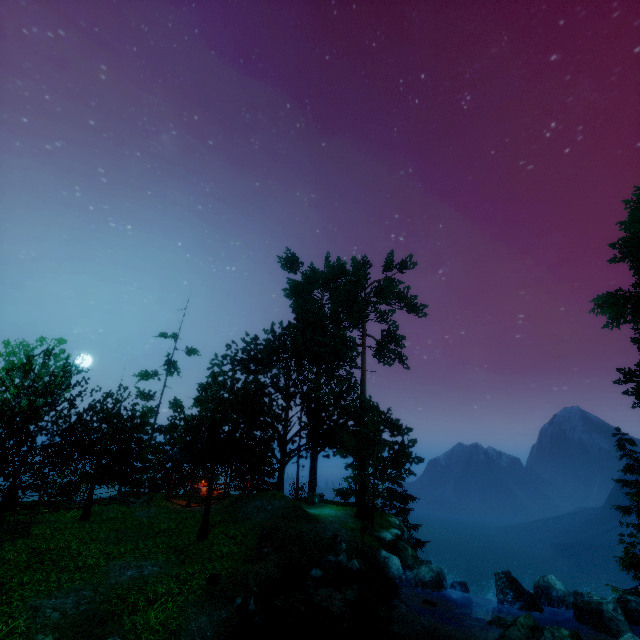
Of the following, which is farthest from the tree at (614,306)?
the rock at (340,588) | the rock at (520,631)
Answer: the rock at (340,588)

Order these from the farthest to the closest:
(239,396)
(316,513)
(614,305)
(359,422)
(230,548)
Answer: (614,305) < (359,422) < (239,396) < (316,513) < (230,548)

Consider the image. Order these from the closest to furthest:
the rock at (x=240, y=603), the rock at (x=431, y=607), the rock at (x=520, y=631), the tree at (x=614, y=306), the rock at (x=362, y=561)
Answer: the rock at (x=520, y=631) < the rock at (x=240, y=603) < the rock at (x=431, y=607) < the rock at (x=362, y=561) < the tree at (x=614, y=306)

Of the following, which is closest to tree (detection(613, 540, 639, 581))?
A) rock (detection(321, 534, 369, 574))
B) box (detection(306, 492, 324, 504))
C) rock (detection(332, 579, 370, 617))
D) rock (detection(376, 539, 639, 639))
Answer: box (detection(306, 492, 324, 504))

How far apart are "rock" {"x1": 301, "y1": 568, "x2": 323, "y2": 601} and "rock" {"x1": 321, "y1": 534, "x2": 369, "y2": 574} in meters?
1.5

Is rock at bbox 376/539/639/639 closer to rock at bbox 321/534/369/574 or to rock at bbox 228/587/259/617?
rock at bbox 321/534/369/574

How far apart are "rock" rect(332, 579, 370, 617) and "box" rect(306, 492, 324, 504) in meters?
11.4

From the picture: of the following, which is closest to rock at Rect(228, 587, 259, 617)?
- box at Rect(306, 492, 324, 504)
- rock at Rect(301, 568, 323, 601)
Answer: rock at Rect(301, 568, 323, 601)
